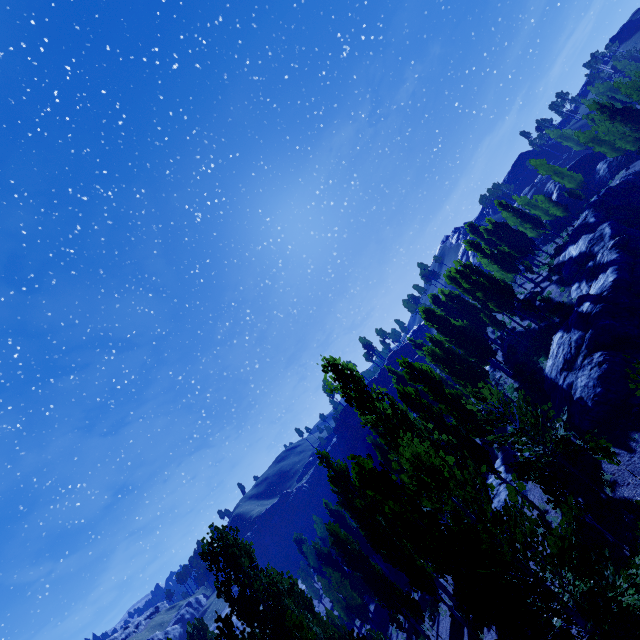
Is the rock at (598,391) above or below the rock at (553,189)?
below

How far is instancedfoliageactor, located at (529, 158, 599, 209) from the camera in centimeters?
4244cm

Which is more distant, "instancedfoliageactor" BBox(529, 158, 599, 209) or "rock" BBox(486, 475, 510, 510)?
"instancedfoliageactor" BBox(529, 158, 599, 209)

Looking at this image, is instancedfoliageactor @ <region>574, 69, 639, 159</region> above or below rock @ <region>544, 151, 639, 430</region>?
above

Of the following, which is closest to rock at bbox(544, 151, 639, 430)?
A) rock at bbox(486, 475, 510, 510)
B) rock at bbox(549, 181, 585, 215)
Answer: rock at bbox(486, 475, 510, 510)

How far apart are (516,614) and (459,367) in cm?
2531

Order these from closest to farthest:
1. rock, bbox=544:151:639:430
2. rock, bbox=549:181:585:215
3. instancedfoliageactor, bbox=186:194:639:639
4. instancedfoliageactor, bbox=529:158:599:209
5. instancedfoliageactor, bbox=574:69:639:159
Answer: instancedfoliageactor, bbox=186:194:639:639 < rock, bbox=544:151:639:430 < instancedfoliageactor, bbox=574:69:639:159 < instancedfoliageactor, bbox=529:158:599:209 < rock, bbox=549:181:585:215

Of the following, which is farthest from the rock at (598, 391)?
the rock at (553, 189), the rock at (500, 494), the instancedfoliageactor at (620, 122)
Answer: the rock at (553, 189)
